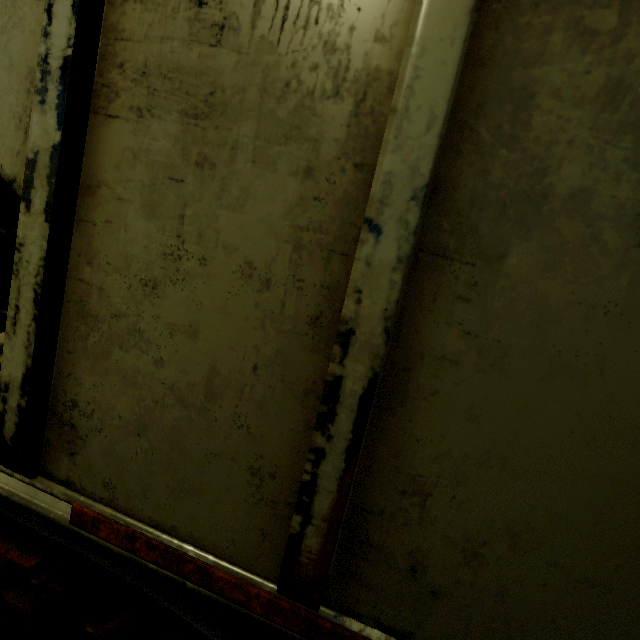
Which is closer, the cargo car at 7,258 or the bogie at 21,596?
the bogie at 21,596

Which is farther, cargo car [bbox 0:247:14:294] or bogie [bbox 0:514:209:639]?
cargo car [bbox 0:247:14:294]

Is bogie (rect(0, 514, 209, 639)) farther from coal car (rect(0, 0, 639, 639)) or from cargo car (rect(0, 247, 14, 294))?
cargo car (rect(0, 247, 14, 294))

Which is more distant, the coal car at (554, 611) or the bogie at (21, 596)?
the bogie at (21, 596)

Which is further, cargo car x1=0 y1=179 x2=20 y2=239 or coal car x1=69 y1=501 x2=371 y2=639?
cargo car x1=0 y1=179 x2=20 y2=239

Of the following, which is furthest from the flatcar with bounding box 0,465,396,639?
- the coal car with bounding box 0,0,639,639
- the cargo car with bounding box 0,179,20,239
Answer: the cargo car with bounding box 0,179,20,239

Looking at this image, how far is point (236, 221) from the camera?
1.0 meters

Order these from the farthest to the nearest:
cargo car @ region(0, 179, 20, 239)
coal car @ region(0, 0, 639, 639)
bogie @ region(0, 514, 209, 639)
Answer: cargo car @ region(0, 179, 20, 239)
bogie @ region(0, 514, 209, 639)
coal car @ region(0, 0, 639, 639)
